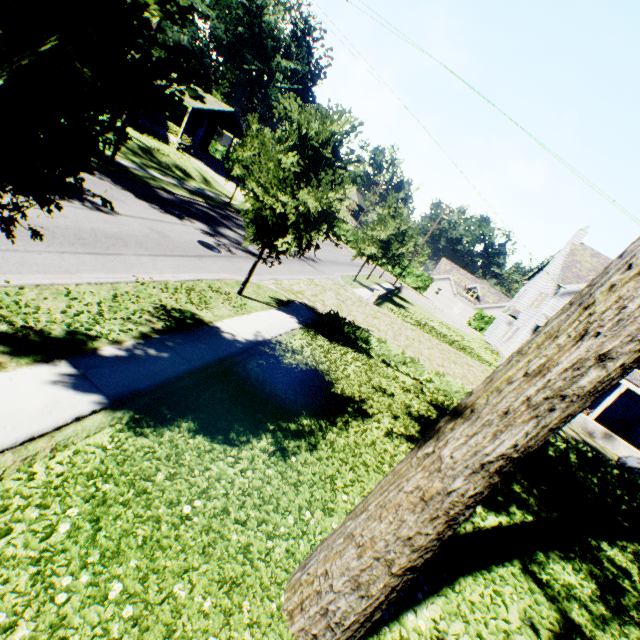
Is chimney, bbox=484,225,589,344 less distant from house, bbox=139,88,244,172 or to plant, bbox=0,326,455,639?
plant, bbox=0,326,455,639

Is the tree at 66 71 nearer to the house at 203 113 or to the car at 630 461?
the house at 203 113

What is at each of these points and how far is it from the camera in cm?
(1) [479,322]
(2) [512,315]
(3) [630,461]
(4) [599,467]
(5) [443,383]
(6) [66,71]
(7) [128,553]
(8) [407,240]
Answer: (1) hedge, 5278
(2) chimney, 2917
(3) car, 1485
(4) hedge, 1127
(5) hedge, 1176
(6) tree, 317
(7) plant, 322
(8) tree, 3841

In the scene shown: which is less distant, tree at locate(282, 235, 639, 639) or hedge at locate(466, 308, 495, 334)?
tree at locate(282, 235, 639, 639)

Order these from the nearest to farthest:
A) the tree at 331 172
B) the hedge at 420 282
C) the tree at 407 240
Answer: the tree at 331 172
the tree at 407 240
the hedge at 420 282

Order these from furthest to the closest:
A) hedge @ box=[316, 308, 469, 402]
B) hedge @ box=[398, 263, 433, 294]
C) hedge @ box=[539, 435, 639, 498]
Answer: hedge @ box=[398, 263, 433, 294], hedge @ box=[316, 308, 469, 402], hedge @ box=[539, 435, 639, 498]

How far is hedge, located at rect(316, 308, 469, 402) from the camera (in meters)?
11.73

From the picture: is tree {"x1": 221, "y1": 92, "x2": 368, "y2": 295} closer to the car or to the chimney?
the chimney
